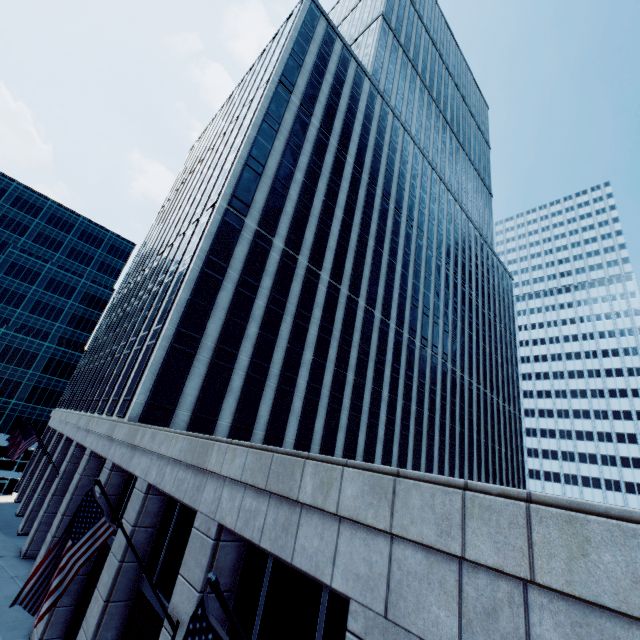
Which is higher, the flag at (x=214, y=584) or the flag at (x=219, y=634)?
the flag at (x=214, y=584)

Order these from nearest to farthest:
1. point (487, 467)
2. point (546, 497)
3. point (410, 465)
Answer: point (546, 497) < point (410, 465) < point (487, 467)

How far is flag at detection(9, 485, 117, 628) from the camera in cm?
648

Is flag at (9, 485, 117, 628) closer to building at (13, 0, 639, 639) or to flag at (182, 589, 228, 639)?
building at (13, 0, 639, 639)

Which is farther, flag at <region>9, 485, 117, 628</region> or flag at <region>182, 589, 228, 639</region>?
flag at <region>9, 485, 117, 628</region>

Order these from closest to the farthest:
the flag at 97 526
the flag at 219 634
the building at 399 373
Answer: the flag at 219 634 < the building at 399 373 < the flag at 97 526

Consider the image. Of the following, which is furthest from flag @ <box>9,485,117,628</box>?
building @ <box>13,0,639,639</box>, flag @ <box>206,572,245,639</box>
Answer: flag @ <box>206,572,245,639</box>
